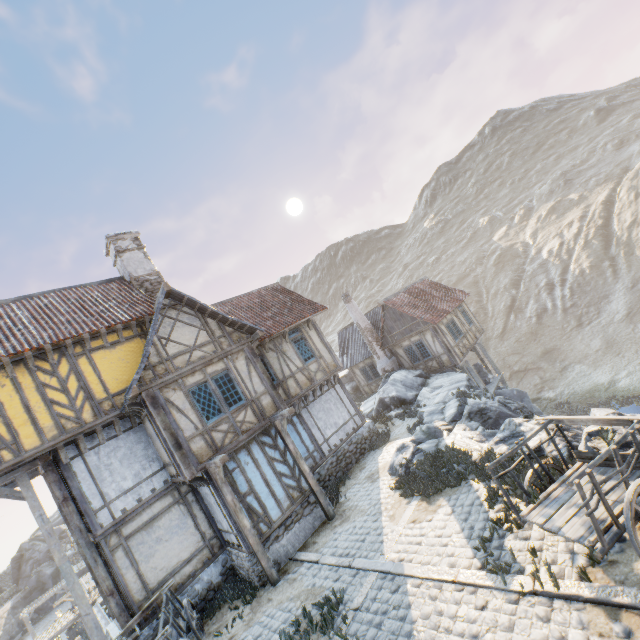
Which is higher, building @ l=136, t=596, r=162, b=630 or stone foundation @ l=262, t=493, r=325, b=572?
building @ l=136, t=596, r=162, b=630

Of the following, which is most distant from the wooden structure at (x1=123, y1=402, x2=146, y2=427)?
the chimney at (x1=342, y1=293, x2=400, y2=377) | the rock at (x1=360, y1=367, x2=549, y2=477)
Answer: the chimney at (x1=342, y1=293, x2=400, y2=377)

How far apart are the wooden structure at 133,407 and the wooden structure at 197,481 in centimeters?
252cm

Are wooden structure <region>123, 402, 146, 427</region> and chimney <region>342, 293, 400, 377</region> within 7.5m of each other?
no

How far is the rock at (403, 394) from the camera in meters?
9.7

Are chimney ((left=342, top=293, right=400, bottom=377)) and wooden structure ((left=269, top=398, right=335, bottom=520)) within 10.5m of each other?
no

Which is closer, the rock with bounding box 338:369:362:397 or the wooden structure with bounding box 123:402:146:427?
the wooden structure with bounding box 123:402:146:427

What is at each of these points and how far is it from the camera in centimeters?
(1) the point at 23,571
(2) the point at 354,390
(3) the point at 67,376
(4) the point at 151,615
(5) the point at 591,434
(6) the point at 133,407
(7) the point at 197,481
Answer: (1) rock, 3831cm
(2) rock, 2916cm
(3) building, 1043cm
(4) building, 955cm
(5) rock, 719cm
(6) wooden structure, 1013cm
(7) wooden structure, 1016cm
